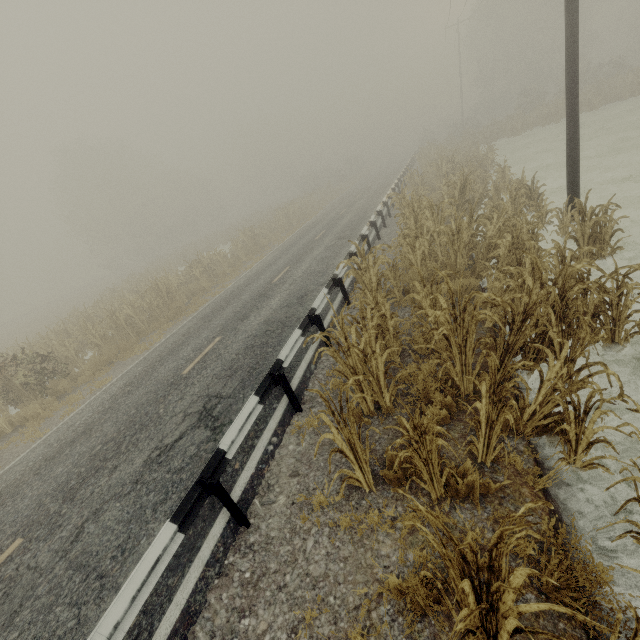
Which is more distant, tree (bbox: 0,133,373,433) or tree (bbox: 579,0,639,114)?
tree (bbox: 579,0,639,114)

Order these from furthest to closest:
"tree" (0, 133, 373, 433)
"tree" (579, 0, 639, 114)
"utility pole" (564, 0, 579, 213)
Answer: "tree" (579, 0, 639, 114) < "tree" (0, 133, 373, 433) < "utility pole" (564, 0, 579, 213)

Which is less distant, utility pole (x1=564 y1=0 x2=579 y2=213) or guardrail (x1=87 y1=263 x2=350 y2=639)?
guardrail (x1=87 y1=263 x2=350 y2=639)

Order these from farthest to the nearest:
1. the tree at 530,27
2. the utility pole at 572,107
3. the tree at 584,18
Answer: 1. the tree at 584,18
2. the utility pole at 572,107
3. the tree at 530,27

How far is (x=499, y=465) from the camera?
3.7m

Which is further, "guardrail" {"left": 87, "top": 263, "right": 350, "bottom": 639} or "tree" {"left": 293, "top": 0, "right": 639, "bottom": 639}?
"guardrail" {"left": 87, "top": 263, "right": 350, "bottom": 639}

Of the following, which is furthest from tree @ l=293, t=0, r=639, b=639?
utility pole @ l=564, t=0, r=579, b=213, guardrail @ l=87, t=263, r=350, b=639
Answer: guardrail @ l=87, t=263, r=350, b=639

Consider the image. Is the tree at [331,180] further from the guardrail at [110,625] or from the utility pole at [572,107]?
the guardrail at [110,625]
